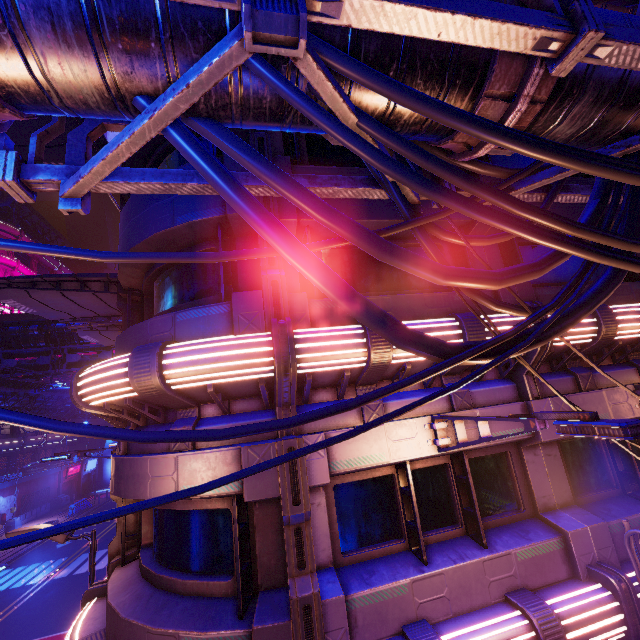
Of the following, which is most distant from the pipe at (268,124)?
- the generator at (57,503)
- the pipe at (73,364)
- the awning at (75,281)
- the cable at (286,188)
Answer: the generator at (57,503)

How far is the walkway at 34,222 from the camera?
54.55m

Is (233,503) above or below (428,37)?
below

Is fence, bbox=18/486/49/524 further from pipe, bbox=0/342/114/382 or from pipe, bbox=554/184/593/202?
pipe, bbox=554/184/593/202

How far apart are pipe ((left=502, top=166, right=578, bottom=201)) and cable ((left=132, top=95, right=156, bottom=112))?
0.00m

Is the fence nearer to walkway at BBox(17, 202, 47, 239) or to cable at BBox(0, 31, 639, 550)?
walkway at BBox(17, 202, 47, 239)
